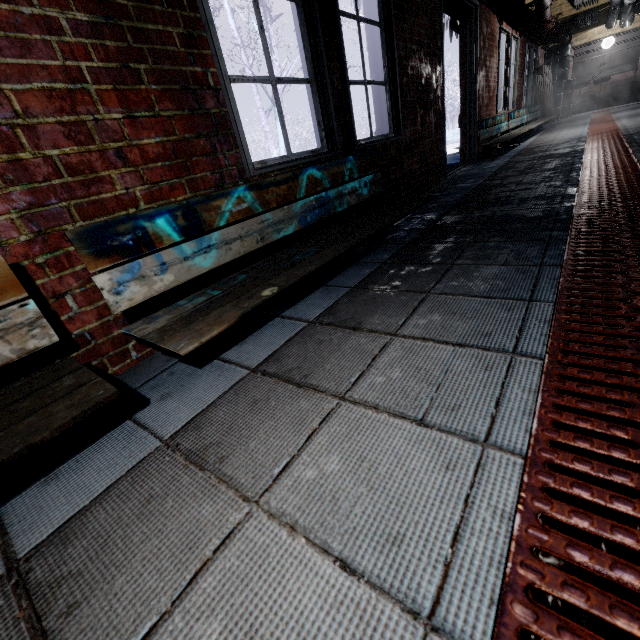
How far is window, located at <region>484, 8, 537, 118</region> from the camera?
5.20m

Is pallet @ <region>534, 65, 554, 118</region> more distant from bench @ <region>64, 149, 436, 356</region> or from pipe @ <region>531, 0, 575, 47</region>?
bench @ <region>64, 149, 436, 356</region>

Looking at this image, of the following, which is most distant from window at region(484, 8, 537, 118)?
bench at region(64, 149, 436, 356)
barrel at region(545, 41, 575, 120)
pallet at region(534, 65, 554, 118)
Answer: bench at region(64, 149, 436, 356)

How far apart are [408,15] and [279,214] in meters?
2.7 m

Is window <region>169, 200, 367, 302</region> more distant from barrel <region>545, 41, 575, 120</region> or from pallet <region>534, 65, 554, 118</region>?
barrel <region>545, 41, 575, 120</region>

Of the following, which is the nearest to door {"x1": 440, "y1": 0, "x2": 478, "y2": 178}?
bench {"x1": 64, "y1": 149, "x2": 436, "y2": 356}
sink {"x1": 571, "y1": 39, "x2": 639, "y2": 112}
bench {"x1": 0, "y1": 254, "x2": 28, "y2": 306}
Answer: bench {"x1": 64, "y1": 149, "x2": 436, "y2": 356}

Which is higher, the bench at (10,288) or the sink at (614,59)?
the sink at (614,59)

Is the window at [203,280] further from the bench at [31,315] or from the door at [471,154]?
the door at [471,154]
